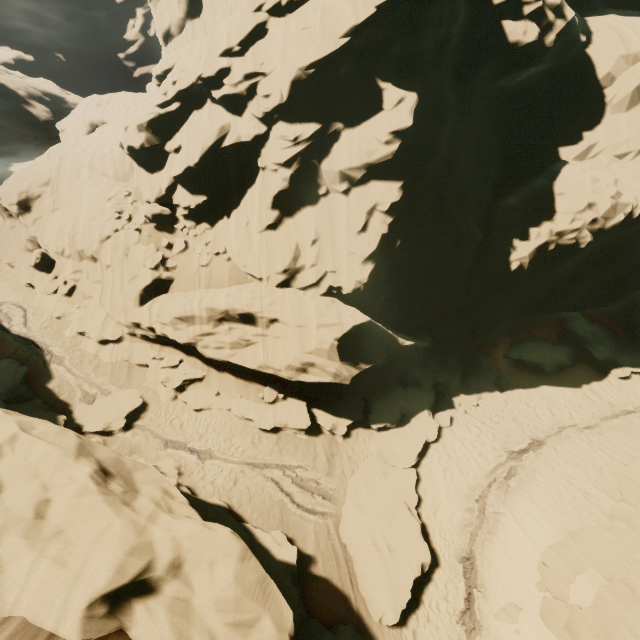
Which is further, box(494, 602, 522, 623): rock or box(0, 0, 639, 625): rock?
box(0, 0, 639, 625): rock

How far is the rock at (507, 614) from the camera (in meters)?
10.23

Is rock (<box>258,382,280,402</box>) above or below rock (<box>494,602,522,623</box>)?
above

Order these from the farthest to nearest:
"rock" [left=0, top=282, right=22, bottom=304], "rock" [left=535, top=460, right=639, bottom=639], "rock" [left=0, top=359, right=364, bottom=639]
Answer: "rock" [left=0, top=282, right=22, bottom=304] < "rock" [left=535, top=460, right=639, bottom=639] < "rock" [left=0, top=359, right=364, bottom=639]

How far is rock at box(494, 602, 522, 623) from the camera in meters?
10.2

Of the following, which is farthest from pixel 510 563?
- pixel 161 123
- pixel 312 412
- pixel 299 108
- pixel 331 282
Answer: pixel 161 123

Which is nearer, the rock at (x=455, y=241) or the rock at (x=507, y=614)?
the rock at (x=507, y=614)
